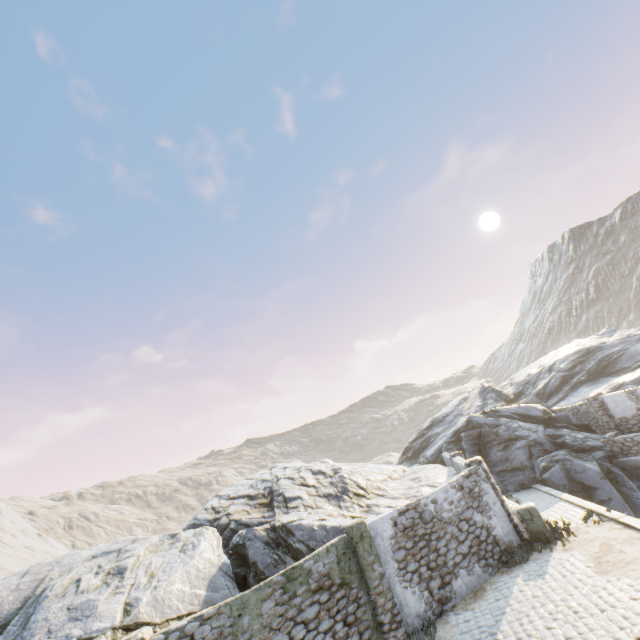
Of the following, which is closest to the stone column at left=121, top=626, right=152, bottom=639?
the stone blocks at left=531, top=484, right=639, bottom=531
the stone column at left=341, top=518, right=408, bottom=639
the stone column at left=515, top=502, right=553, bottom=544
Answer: the stone blocks at left=531, top=484, right=639, bottom=531

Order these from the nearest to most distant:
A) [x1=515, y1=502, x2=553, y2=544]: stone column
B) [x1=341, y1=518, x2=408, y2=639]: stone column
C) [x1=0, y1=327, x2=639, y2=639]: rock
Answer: [x1=341, y1=518, x2=408, y2=639]: stone column < [x1=0, y1=327, x2=639, y2=639]: rock < [x1=515, y1=502, x2=553, y2=544]: stone column

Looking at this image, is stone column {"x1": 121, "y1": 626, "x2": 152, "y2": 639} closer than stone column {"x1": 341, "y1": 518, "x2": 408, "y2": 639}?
Yes

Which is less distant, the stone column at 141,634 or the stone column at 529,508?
the stone column at 141,634

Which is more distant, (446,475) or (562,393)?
(562,393)

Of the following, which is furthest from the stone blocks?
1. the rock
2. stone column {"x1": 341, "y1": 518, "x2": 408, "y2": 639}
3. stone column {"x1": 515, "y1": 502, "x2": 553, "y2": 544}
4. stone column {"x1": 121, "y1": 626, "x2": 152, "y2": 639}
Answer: stone column {"x1": 341, "y1": 518, "x2": 408, "y2": 639}

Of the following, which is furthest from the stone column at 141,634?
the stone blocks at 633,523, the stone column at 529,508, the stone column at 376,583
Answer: the stone column at 529,508

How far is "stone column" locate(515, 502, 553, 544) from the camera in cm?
1142
